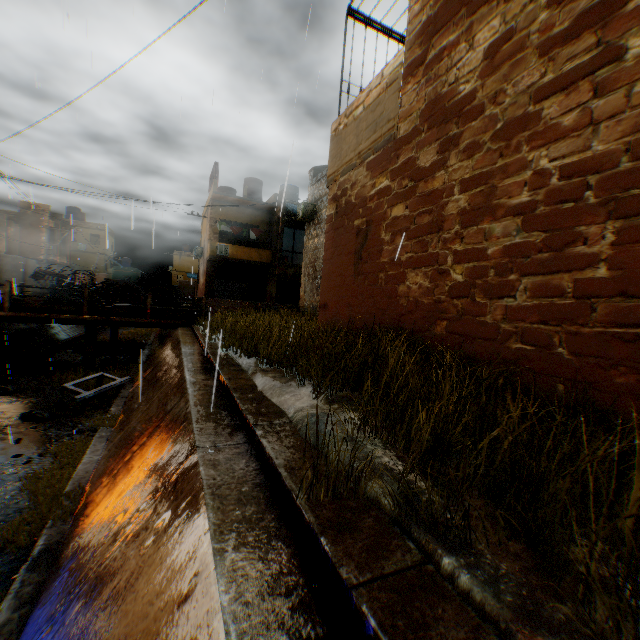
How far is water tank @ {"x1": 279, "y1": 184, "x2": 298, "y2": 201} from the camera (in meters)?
26.02

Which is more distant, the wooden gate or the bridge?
the wooden gate

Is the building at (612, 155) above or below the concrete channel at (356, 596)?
above

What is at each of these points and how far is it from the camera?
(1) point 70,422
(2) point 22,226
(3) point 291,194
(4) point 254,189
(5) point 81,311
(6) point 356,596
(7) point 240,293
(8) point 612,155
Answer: (1) concrete channel, 9.4 meters
(2) building, 28.7 meters
(3) water tank, 26.1 meters
(4) water tank, 27.4 meters
(5) bridge, 13.9 meters
(6) concrete channel, 1.5 meters
(7) rolling overhead door, 26.8 meters
(8) building, 2.3 meters

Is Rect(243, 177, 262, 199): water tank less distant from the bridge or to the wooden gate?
the wooden gate

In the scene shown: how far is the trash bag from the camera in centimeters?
922cm

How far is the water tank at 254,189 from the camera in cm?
2733

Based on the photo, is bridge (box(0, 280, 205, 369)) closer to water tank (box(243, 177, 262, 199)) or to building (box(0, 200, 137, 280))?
building (box(0, 200, 137, 280))
